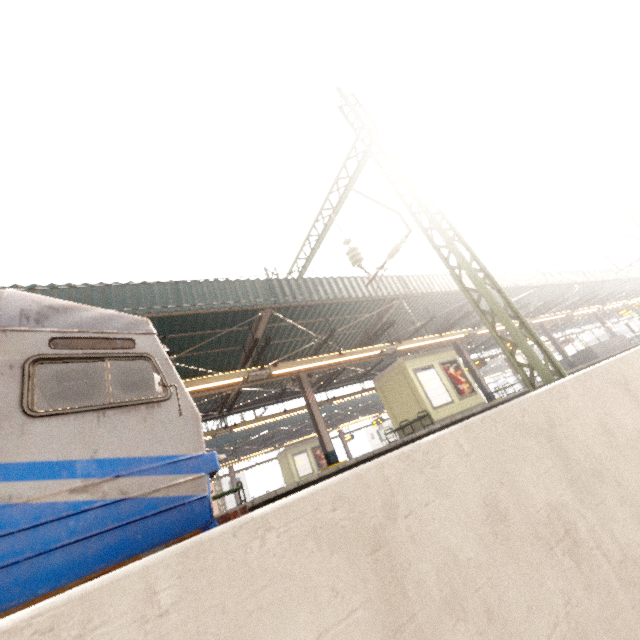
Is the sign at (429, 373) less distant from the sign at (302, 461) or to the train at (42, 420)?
the train at (42, 420)

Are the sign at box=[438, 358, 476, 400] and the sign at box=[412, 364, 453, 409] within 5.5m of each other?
yes

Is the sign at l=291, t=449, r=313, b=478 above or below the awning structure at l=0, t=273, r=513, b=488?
below

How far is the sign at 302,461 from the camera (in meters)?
24.05

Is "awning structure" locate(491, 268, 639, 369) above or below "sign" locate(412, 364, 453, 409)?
above

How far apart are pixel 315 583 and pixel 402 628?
0.62m

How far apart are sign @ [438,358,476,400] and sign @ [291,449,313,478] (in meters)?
15.00

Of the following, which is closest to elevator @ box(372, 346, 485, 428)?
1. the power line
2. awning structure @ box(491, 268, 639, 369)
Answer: awning structure @ box(491, 268, 639, 369)
